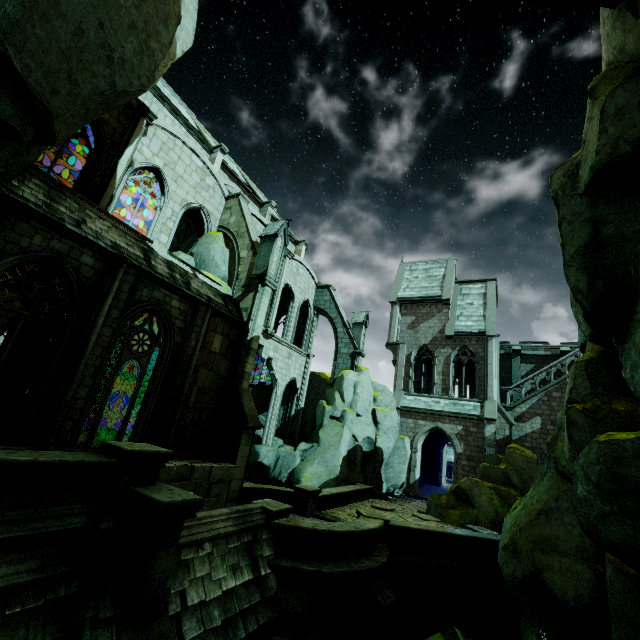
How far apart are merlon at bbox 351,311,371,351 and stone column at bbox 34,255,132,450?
17.6m

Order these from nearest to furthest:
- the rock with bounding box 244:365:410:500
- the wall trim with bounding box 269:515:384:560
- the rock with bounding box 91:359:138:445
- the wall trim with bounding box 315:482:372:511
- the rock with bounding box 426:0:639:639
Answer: the rock with bounding box 426:0:639:639, the wall trim with bounding box 269:515:384:560, the rock with bounding box 91:359:138:445, the wall trim with bounding box 315:482:372:511, the rock with bounding box 244:365:410:500

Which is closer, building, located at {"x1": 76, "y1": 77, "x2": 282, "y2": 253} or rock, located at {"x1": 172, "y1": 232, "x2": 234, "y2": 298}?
building, located at {"x1": 76, "y1": 77, "x2": 282, "y2": 253}

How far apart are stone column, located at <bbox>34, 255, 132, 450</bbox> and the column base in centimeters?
322cm

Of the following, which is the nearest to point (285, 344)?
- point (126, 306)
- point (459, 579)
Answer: point (126, 306)

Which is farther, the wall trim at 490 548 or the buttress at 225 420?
the buttress at 225 420

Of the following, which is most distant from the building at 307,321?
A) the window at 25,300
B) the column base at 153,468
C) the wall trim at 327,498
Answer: the column base at 153,468

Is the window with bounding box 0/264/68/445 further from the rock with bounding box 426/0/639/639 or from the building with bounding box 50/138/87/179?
the rock with bounding box 426/0/639/639
